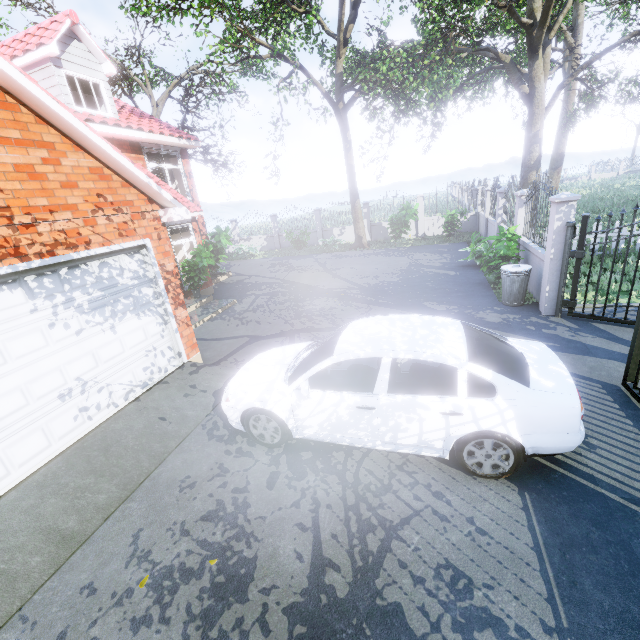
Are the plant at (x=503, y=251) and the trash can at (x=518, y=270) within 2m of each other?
yes

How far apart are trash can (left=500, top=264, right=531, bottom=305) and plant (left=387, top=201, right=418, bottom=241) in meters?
9.5

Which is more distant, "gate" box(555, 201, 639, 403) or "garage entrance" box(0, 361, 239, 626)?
"gate" box(555, 201, 639, 403)

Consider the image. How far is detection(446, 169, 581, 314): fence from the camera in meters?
6.7

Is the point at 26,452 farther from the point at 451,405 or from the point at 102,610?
the point at 451,405

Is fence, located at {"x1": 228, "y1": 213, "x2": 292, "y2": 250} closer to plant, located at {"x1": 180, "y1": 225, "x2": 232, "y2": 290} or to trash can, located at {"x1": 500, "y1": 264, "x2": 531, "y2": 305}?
trash can, located at {"x1": 500, "y1": 264, "x2": 531, "y2": 305}

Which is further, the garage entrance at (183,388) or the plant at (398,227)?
the plant at (398,227)

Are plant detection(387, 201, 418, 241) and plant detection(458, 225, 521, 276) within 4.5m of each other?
no
